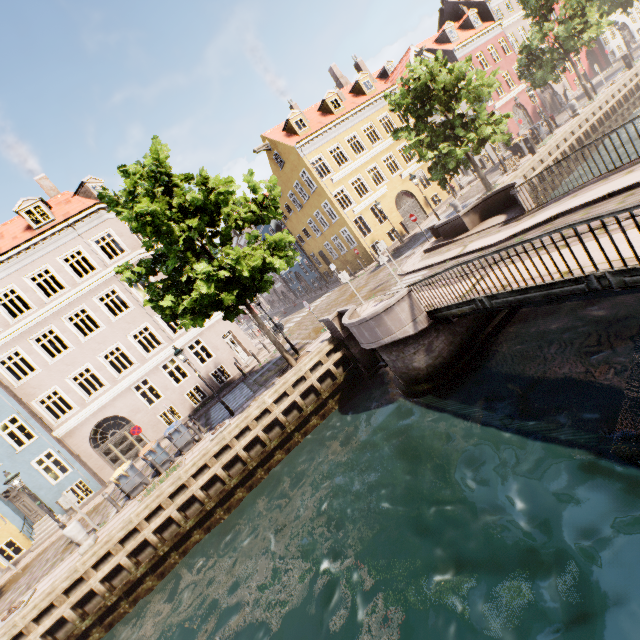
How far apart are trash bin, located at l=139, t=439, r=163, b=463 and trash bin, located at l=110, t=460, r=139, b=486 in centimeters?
42cm

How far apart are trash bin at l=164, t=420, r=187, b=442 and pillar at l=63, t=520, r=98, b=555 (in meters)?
3.78

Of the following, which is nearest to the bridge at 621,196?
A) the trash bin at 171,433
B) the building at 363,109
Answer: the trash bin at 171,433

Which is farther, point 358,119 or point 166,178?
point 358,119

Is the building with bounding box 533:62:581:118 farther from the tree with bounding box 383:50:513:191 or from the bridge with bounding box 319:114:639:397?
the bridge with bounding box 319:114:639:397

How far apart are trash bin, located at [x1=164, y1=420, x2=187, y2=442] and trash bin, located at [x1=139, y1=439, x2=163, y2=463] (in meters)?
0.35

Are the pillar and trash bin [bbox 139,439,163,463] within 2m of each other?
no

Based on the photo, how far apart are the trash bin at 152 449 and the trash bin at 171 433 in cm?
→ 35
